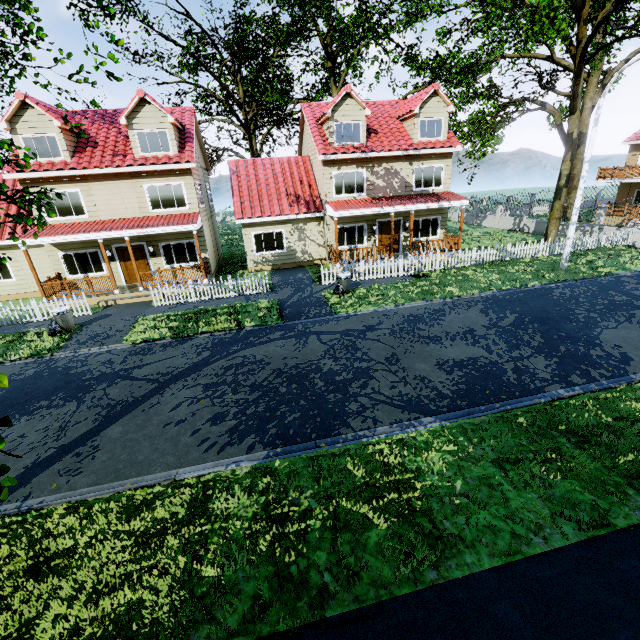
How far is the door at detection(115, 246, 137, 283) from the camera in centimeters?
1755cm

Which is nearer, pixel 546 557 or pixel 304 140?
pixel 546 557

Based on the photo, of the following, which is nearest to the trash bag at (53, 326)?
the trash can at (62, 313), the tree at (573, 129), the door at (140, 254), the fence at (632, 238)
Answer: the trash can at (62, 313)

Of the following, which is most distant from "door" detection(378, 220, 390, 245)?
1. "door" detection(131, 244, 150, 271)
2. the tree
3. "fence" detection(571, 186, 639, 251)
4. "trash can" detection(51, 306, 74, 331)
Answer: "trash can" detection(51, 306, 74, 331)

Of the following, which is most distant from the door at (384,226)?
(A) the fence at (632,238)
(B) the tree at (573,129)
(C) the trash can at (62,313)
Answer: (C) the trash can at (62,313)

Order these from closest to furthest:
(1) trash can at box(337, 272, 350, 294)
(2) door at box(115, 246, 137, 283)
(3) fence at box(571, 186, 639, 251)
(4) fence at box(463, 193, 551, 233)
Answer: (1) trash can at box(337, 272, 350, 294) → (2) door at box(115, 246, 137, 283) → (3) fence at box(571, 186, 639, 251) → (4) fence at box(463, 193, 551, 233)

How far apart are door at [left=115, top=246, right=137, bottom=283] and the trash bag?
5.16m

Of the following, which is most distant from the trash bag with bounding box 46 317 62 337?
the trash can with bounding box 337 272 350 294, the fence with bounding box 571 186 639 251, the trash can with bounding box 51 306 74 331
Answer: the trash can with bounding box 337 272 350 294
